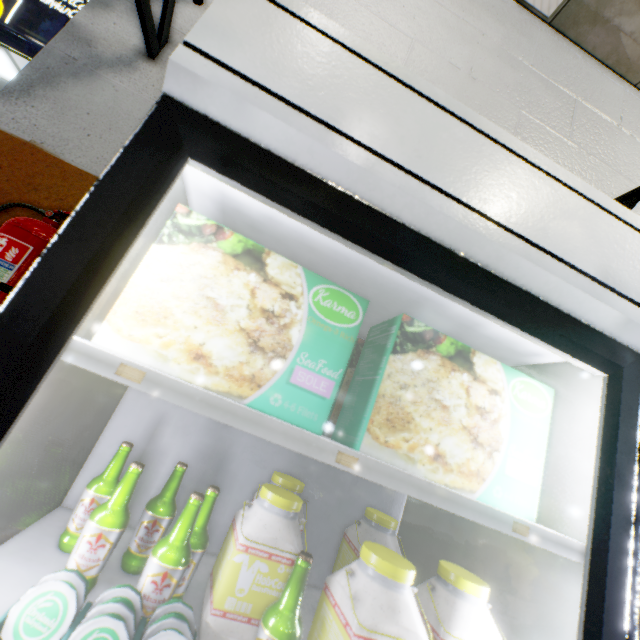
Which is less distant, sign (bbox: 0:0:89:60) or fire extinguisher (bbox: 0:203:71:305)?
fire extinguisher (bbox: 0:203:71:305)

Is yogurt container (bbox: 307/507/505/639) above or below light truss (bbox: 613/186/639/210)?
below

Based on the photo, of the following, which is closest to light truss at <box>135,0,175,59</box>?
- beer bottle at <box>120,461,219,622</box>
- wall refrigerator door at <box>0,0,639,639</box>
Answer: wall refrigerator door at <box>0,0,639,639</box>

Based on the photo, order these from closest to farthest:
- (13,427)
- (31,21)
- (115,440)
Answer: (13,427), (115,440), (31,21)

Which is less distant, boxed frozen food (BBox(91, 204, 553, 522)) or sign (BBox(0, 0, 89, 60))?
boxed frozen food (BBox(91, 204, 553, 522))

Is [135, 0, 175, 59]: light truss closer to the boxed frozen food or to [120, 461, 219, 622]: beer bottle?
the boxed frozen food

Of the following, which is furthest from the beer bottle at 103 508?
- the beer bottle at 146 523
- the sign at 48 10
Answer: the sign at 48 10

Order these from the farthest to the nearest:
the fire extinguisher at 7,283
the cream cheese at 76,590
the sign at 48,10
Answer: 1. the sign at 48,10
2. the fire extinguisher at 7,283
3. the cream cheese at 76,590
